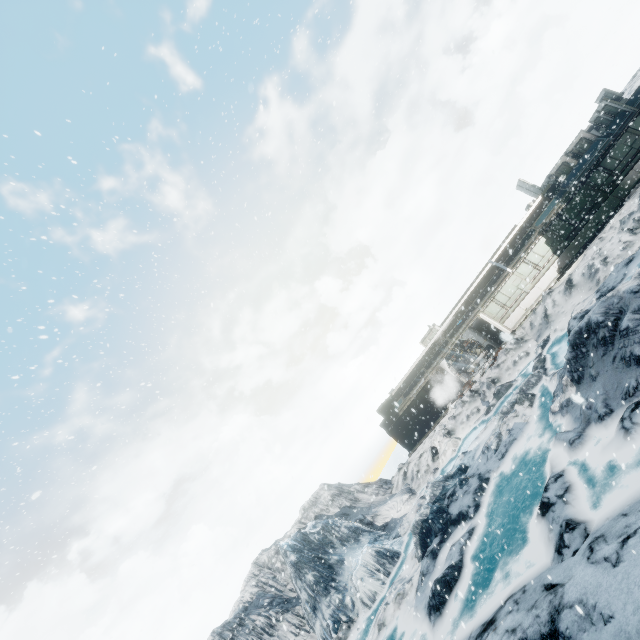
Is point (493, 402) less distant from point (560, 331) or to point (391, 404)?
point (560, 331)
